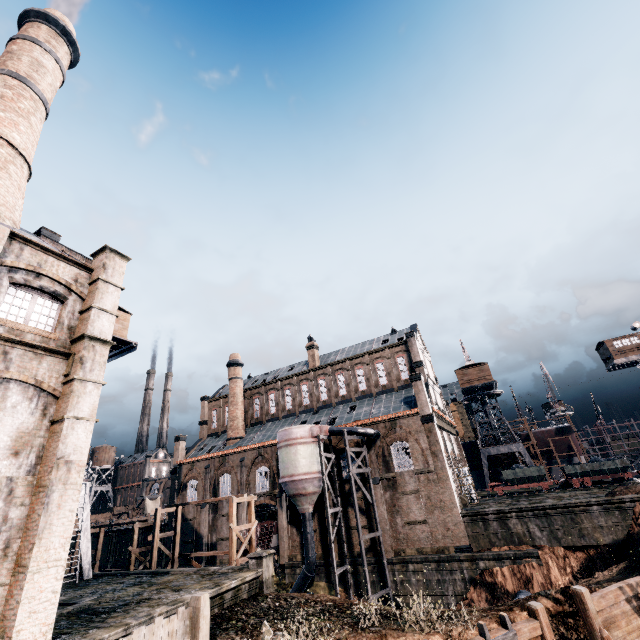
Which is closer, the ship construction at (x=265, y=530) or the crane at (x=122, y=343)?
the crane at (x=122, y=343)

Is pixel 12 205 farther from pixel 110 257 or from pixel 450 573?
pixel 450 573

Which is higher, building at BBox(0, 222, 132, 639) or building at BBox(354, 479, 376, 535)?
building at BBox(0, 222, 132, 639)

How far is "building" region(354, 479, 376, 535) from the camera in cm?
3216

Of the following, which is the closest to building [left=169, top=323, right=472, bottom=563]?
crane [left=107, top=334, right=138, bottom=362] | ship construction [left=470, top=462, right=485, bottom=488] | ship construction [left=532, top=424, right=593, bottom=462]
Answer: ship construction [left=470, top=462, right=485, bottom=488]

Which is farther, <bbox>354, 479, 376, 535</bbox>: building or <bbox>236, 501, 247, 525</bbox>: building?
<bbox>236, 501, 247, 525</bbox>: building

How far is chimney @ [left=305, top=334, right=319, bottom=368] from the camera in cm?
4919

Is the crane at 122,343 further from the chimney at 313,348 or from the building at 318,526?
the chimney at 313,348
